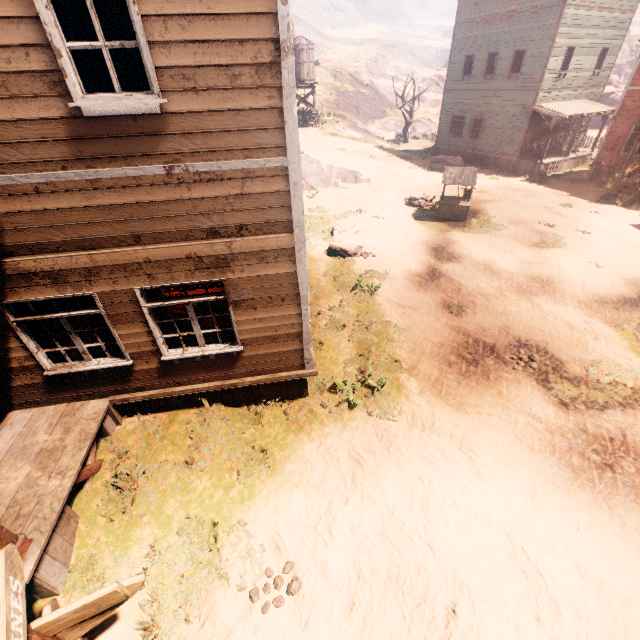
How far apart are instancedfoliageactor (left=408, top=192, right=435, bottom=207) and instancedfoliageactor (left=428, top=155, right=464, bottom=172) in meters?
7.4

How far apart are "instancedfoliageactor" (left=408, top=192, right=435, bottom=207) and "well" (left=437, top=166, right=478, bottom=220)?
0.7 meters

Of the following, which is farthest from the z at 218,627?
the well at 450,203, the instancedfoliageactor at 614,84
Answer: the instancedfoliageactor at 614,84

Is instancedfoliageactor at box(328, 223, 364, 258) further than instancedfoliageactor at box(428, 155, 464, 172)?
No

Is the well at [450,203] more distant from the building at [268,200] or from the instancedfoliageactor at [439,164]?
the instancedfoliageactor at [439,164]

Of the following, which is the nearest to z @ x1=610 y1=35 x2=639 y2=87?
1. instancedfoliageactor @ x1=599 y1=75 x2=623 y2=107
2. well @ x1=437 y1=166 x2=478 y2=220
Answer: well @ x1=437 y1=166 x2=478 y2=220

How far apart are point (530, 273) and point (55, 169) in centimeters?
1333cm

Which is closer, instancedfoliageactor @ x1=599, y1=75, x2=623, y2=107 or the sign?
the sign
